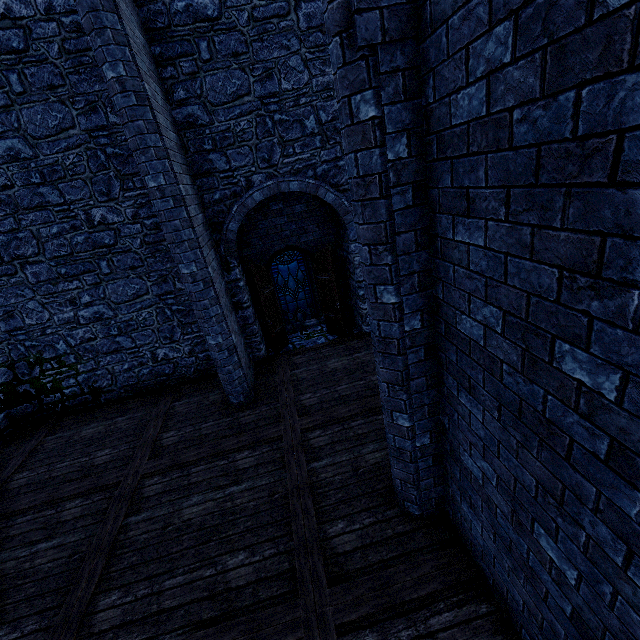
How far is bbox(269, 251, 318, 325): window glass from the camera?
10.95m

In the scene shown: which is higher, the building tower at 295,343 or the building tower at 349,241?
the building tower at 349,241

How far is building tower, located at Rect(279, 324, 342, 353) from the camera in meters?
9.2

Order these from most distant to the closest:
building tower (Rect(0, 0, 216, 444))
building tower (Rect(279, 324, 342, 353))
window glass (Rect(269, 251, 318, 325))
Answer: window glass (Rect(269, 251, 318, 325)) < building tower (Rect(279, 324, 342, 353)) < building tower (Rect(0, 0, 216, 444))

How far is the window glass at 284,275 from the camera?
10.95m

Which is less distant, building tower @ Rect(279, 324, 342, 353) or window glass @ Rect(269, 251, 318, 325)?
building tower @ Rect(279, 324, 342, 353)

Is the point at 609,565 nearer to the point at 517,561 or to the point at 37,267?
the point at 517,561
